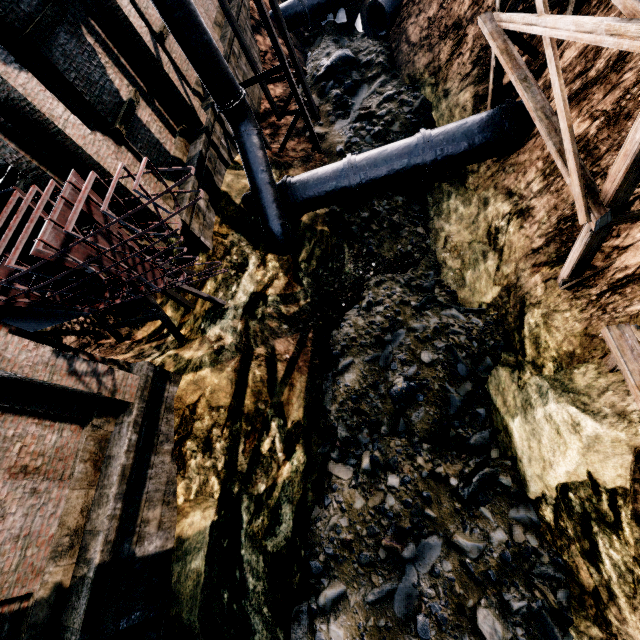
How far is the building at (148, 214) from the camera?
10.18m

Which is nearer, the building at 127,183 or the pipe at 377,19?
the building at 127,183

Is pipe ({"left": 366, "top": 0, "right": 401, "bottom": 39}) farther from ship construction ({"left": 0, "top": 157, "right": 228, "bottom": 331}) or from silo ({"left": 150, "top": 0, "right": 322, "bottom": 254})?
ship construction ({"left": 0, "top": 157, "right": 228, "bottom": 331})

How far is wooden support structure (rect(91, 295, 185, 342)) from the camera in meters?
10.4

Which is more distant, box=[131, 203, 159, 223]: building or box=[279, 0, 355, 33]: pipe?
box=[279, 0, 355, 33]: pipe

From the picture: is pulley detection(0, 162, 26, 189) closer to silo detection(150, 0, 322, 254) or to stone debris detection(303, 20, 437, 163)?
silo detection(150, 0, 322, 254)

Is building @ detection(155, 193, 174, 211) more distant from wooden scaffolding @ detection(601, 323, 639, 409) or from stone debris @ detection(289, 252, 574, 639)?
wooden scaffolding @ detection(601, 323, 639, 409)

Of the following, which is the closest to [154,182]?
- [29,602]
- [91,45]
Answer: [91,45]
